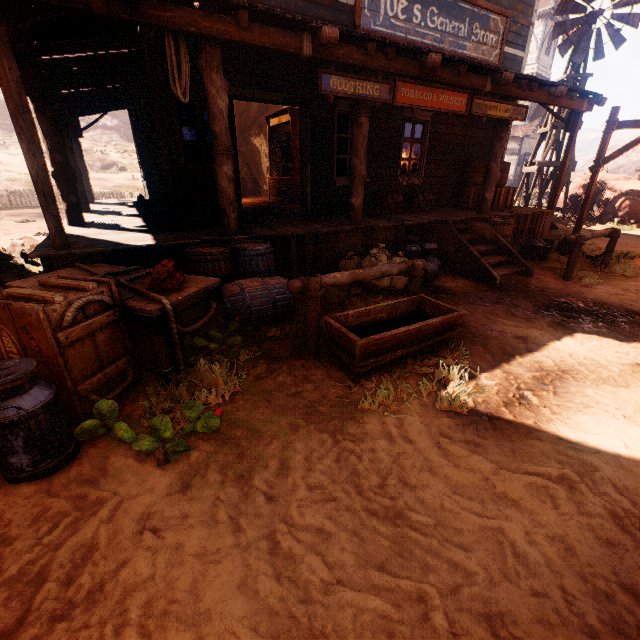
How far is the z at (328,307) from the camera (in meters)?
5.01

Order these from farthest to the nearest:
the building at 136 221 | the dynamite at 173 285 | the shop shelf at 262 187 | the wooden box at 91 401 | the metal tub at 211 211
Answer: the shop shelf at 262 187, the metal tub at 211 211, the building at 136 221, the dynamite at 173 285, the wooden box at 91 401

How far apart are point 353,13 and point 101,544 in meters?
9.0

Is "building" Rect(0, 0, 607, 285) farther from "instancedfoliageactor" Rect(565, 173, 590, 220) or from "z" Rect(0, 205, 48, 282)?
"instancedfoliageactor" Rect(565, 173, 590, 220)

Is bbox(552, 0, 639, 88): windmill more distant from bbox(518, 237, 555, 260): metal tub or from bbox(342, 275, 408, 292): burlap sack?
bbox(342, 275, 408, 292): burlap sack

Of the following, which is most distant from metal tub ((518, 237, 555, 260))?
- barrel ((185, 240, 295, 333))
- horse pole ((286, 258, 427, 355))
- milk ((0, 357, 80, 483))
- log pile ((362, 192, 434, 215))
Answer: milk ((0, 357, 80, 483))

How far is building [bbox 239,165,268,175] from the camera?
13.9 meters

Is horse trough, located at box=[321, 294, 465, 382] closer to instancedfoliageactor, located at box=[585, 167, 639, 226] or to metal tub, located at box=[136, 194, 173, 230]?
metal tub, located at box=[136, 194, 173, 230]
